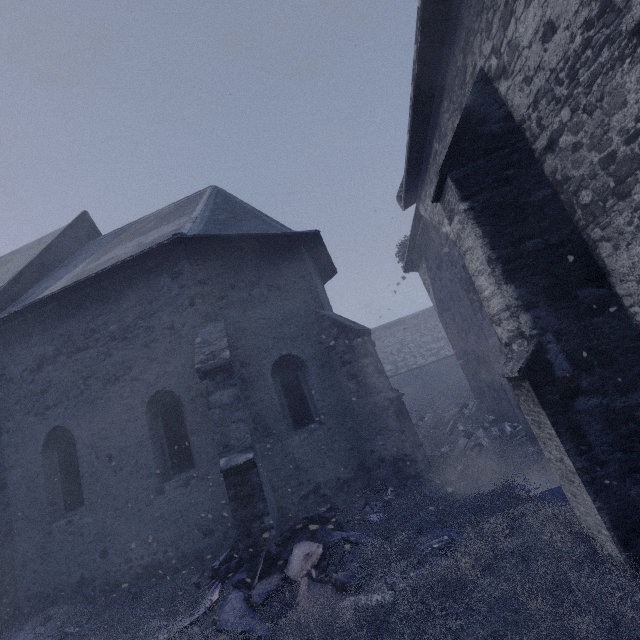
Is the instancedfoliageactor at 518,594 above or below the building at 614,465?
below

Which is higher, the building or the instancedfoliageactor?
the building

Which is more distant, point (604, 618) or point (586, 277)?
point (586, 277)
